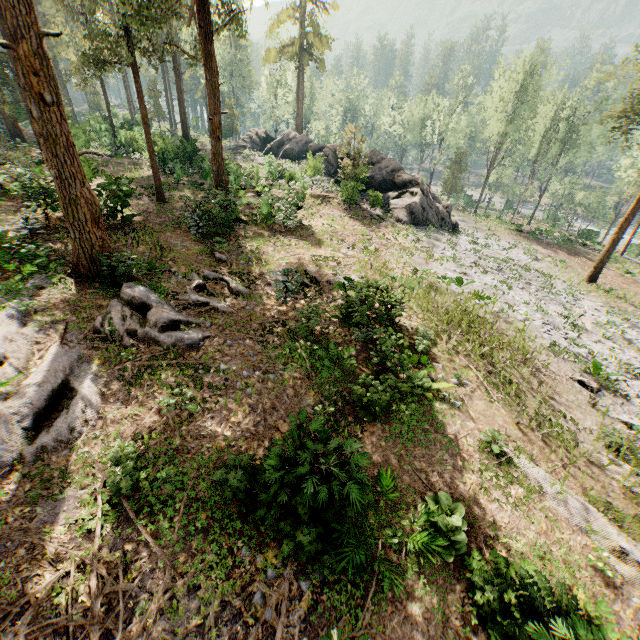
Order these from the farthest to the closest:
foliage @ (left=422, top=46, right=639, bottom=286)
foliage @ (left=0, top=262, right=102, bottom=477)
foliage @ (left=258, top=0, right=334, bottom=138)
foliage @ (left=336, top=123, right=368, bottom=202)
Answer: foliage @ (left=258, top=0, right=334, bottom=138) < foliage @ (left=336, top=123, right=368, bottom=202) < foliage @ (left=422, top=46, right=639, bottom=286) < foliage @ (left=0, top=262, right=102, bottom=477)

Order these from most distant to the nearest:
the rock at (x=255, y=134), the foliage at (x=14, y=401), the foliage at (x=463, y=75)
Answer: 1. the foliage at (x=463, y=75)
2. the rock at (x=255, y=134)
3. the foliage at (x=14, y=401)

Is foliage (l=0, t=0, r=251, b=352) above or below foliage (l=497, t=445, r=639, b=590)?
above

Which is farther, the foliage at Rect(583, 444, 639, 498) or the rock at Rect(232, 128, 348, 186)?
the rock at Rect(232, 128, 348, 186)

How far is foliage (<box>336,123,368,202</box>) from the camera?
25.99m

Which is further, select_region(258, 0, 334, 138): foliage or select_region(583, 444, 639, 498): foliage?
select_region(258, 0, 334, 138): foliage

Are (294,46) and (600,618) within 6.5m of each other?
no

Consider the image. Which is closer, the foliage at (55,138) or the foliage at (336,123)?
the foliage at (55,138)
